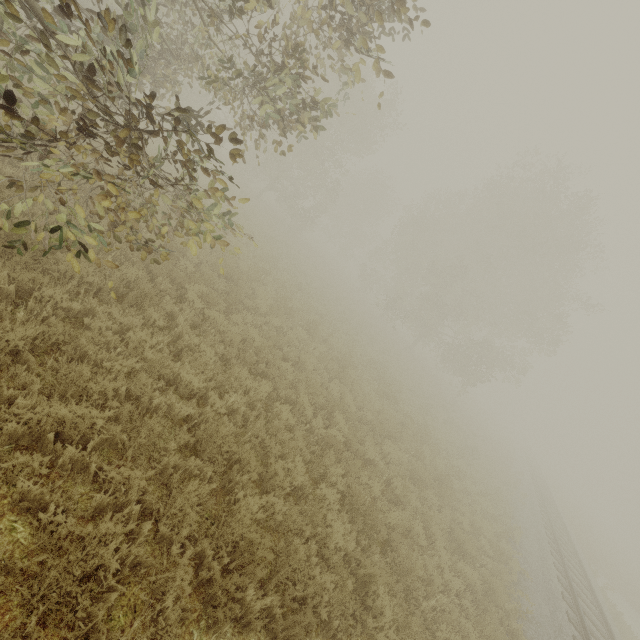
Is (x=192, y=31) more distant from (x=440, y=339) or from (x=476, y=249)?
(x=476, y=249)
